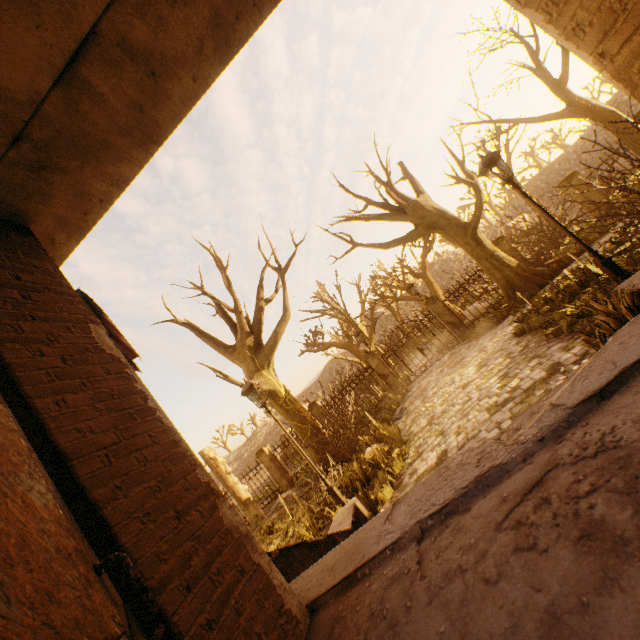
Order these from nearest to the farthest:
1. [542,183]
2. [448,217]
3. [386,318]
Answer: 1. [448,217]
2. [542,183]
3. [386,318]

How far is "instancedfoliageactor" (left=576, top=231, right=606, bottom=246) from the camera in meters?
11.8 m

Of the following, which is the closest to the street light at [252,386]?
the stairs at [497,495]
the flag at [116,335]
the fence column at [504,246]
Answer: the stairs at [497,495]

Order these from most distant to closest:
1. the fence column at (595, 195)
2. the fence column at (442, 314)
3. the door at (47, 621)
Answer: the fence column at (442, 314), the fence column at (595, 195), the door at (47, 621)

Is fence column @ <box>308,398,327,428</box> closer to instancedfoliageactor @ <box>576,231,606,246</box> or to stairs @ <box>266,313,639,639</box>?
stairs @ <box>266,313,639,639</box>

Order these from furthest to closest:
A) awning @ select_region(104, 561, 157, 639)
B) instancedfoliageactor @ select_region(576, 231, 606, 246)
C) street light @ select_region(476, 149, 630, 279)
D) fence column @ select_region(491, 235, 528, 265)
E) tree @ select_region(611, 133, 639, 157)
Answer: fence column @ select_region(491, 235, 528, 265) → tree @ select_region(611, 133, 639, 157) → instancedfoliageactor @ select_region(576, 231, 606, 246) → street light @ select_region(476, 149, 630, 279) → awning @ select_region(104, 561, 157, 639)

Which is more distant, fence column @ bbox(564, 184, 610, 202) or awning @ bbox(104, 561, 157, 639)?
fence column @ bbox(564, 184, 610, 202)

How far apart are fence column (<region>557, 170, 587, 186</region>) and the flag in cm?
1777
